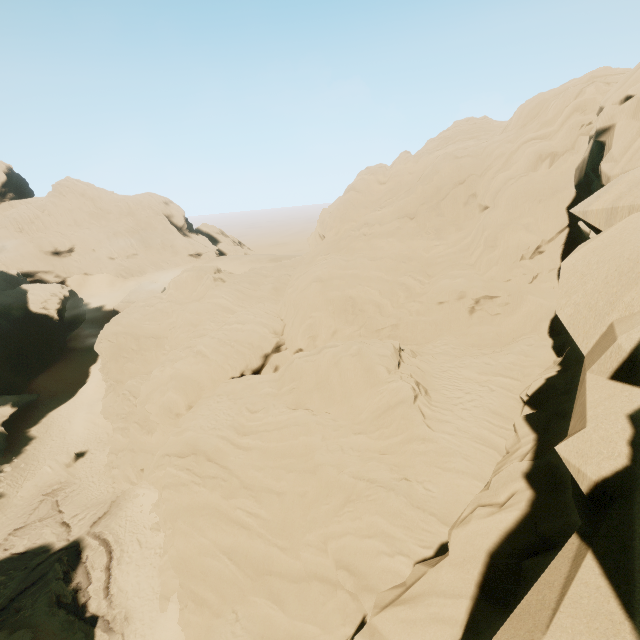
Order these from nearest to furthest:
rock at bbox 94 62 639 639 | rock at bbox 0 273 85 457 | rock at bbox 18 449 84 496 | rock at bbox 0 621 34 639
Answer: rock at bbox 94 62 639 639, rock at bbox 0 621 34 639, rock at bbox 18 449 84 496, rock at bbox 0 273 85 457

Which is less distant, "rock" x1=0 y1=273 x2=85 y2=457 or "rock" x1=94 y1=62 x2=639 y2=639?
"rock" x1=94 y1=62 x2=639 y2=639

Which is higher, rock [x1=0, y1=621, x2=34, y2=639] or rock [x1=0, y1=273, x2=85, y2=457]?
rock [x1=0, y1=273, x2=85, y2=457]

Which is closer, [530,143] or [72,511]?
[530,143]

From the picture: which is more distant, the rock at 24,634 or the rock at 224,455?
the rock at 24,634

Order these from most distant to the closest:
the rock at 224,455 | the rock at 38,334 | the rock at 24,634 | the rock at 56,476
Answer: the rock at 38,334, the rock at 56,476, the rock at 24,634, the rock at 224,455

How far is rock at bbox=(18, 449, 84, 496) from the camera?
30.0m
